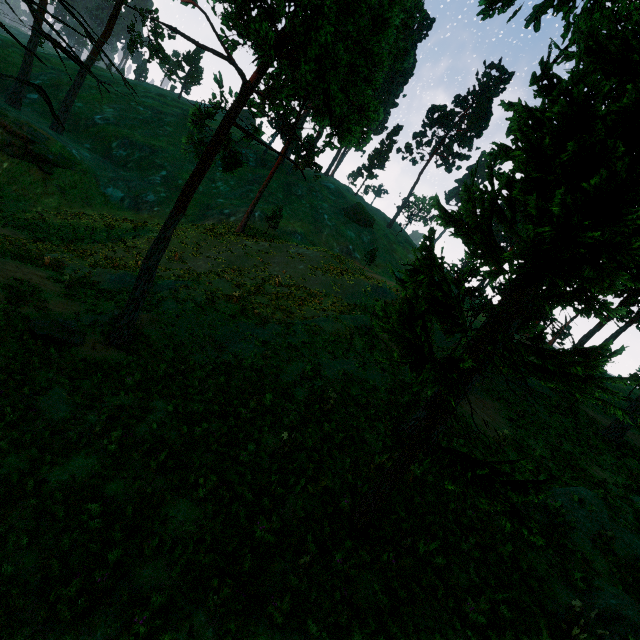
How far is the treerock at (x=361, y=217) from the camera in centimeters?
5438cm

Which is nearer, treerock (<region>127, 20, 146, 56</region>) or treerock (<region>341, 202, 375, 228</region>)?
treerock (<region>127, 20, 146, 56</region>)

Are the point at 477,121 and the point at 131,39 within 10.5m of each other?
no

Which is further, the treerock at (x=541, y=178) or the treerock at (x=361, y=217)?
the treerock at (x=361, y=217)

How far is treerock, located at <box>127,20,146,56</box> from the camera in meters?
35.8 m

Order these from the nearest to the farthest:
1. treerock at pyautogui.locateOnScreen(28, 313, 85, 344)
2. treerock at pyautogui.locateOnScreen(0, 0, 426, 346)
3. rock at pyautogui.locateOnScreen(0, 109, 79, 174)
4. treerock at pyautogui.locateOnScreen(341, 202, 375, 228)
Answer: treerock at pyautogui.locateOnScreen(0, 0, 426, 346)
treerock at pyautogui.locateOnScreen(28, 313, 85, 344)
rock at pyautogui.locateOnScreen(0, 109, 79, 174)
treerock at pyautogui.locateOnScreen(341, 202, 375, 228)
